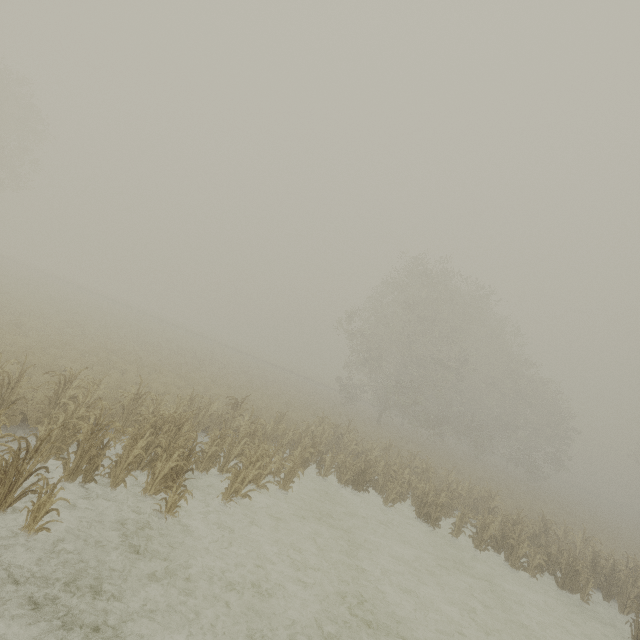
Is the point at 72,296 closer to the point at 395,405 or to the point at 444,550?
the point at 395,405
